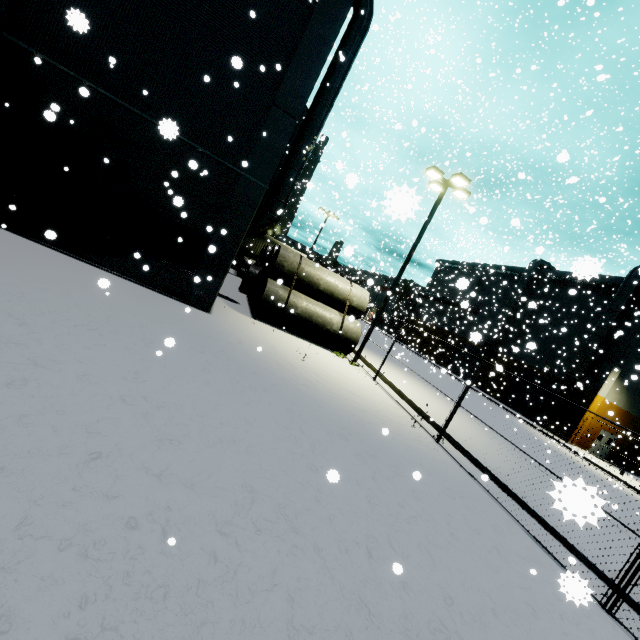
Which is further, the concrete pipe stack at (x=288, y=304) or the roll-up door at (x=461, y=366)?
the roll-up door at (x=461, y=366)

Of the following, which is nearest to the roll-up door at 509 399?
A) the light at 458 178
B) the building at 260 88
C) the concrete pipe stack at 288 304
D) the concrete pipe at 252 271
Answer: the building at 260 88

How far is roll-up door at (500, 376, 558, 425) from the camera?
31.5 meters

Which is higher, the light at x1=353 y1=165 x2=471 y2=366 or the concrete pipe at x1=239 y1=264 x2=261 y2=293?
the light at x1=353 y1=165 x2=471 y2=366

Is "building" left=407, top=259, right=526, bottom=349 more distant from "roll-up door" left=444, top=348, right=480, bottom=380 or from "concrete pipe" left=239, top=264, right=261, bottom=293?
"concrete pipe" left=239, top=264, right=261, bottom=293

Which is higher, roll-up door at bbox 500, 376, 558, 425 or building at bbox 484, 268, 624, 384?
building at bbox 484, 268, 624, 384

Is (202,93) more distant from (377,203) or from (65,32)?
(377,203)
